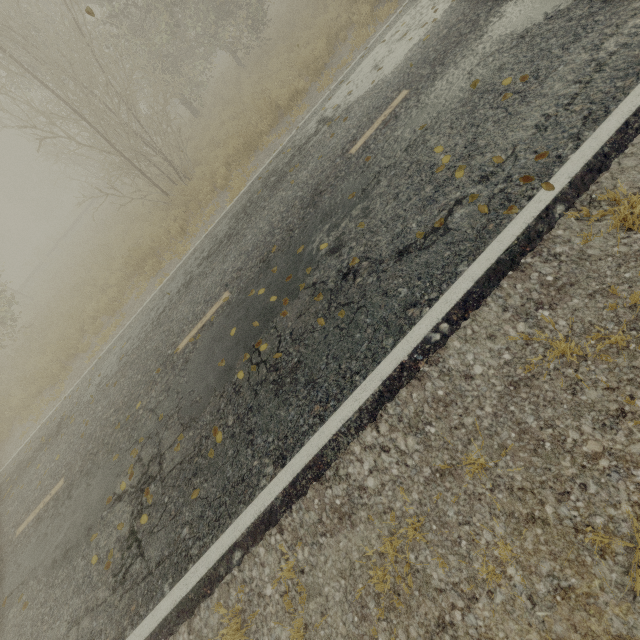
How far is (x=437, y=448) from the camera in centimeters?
292cm
